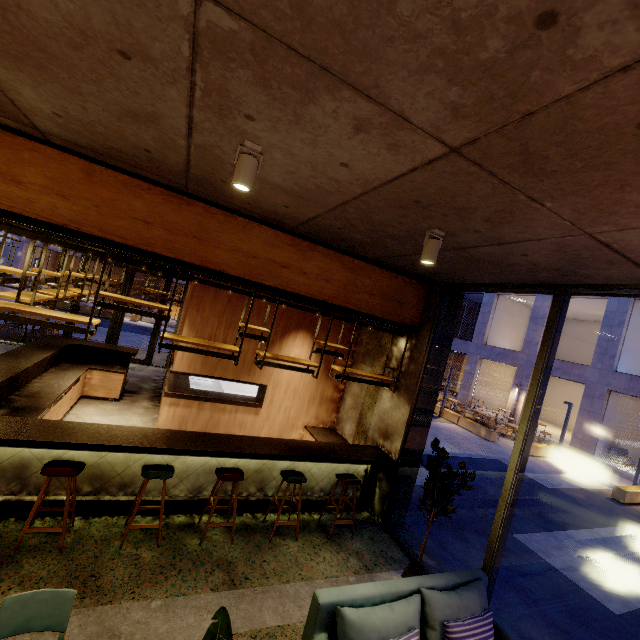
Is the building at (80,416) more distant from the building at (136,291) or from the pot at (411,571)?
the building at (136,291)

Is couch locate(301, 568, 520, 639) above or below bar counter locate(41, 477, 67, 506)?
above

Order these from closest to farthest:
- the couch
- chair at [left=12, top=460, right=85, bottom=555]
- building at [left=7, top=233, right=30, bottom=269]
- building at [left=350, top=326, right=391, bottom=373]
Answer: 1. the couch
2. chair at [left=12, top=460, right=85, bottom=555]
3. building at [left=350, top=326, right=391, bottom=373]
4. building at [left=7, top=233, right=30, bottom=269]

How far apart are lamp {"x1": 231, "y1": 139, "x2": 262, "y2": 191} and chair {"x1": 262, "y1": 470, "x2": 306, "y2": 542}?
4.1 meters

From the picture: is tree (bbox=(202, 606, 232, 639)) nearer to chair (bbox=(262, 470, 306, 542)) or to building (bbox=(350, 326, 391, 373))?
building (bbox=(350, 326, 391, 373))

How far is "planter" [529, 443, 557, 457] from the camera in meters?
15.2

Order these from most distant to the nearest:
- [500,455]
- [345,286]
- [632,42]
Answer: [500,455] → [345,286] → [632,42]

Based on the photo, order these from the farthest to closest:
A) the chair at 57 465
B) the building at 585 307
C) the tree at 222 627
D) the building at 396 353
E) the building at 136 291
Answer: the building at 136 291 → the building at 585 307 → the building at 396 353 → the chair at 57 465 → the tree at 222 627
